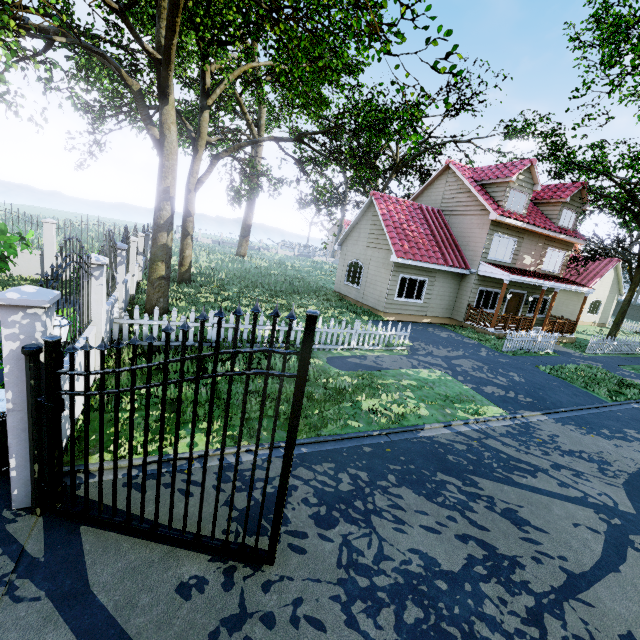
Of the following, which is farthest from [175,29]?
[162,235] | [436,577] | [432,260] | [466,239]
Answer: [466,239]

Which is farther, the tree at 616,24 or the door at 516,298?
the door at 516,298

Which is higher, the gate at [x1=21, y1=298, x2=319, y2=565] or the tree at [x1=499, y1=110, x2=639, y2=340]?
the tree at [x1=499, y1=110, x2=639, y2=340]

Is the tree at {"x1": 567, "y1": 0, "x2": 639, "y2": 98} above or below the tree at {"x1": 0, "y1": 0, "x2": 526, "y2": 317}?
above

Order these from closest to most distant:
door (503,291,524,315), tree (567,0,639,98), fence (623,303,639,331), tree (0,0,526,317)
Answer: tree (0,0,526,317) → tree (567,0,639,98) → door (503,291,524,315) → fence (623,303,639,331)

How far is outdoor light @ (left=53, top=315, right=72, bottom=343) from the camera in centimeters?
362cm

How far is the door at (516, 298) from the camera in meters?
19.8

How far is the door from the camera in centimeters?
1978cm
